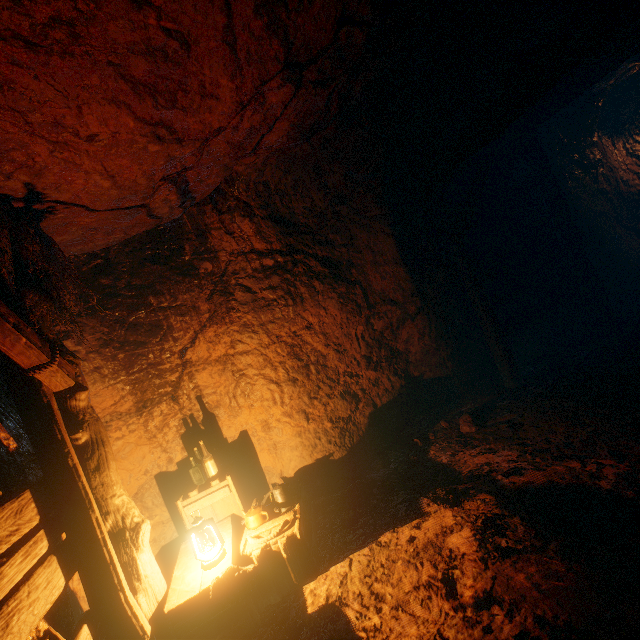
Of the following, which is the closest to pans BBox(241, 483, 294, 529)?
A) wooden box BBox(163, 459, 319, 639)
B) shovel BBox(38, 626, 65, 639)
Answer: wooden box BBox(163, 459, 319, 639)

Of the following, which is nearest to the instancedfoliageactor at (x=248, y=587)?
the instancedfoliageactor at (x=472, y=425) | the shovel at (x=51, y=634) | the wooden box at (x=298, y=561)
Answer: the wooden box at (x=298, y=561)

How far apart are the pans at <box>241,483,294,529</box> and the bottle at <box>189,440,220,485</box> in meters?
0.6 m

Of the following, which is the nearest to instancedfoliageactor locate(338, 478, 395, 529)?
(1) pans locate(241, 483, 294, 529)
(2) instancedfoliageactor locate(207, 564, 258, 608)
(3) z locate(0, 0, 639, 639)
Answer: (3) z locate(0, 0, 639, 639)

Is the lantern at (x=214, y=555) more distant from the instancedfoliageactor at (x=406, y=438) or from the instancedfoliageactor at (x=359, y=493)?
the instancedfoliageactor at (x=406, y=438)

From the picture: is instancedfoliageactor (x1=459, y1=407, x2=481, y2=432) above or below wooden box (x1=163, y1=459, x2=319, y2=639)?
below

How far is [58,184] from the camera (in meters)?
3.00

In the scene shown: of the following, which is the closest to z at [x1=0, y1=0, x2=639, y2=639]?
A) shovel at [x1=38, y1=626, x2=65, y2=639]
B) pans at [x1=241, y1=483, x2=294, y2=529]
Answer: Result: shovel at [x1=38, y1=626, x2=65, y2=639]
